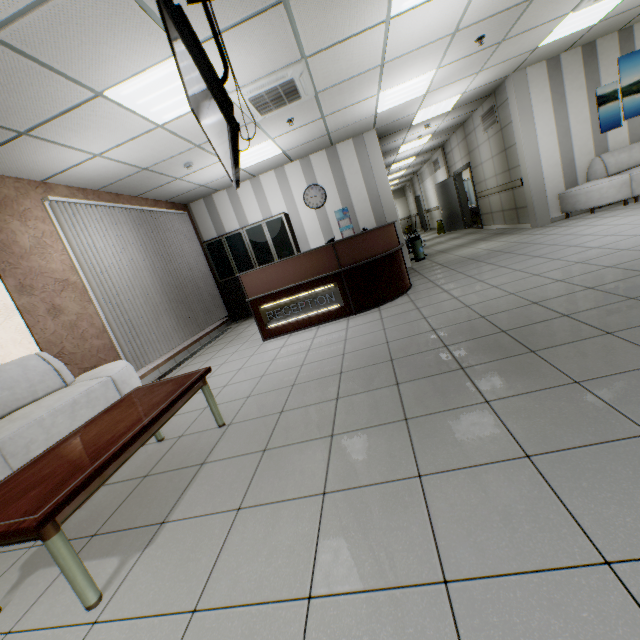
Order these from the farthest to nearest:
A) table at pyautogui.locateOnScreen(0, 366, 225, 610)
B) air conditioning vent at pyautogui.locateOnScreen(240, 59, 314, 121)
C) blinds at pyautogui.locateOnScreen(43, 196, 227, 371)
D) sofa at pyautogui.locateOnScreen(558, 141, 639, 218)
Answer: sofa at pyautogui.locateOnScreen(558, 141, 639, 218), blinds at pyautogui.locateOnScreen(43, 196, 227, 371), air conditioning vent at pyautogui.locateOnScreen(240, 59, 314, 121), table at pyautogui.locateOnScreen(0, 366, 225, 610)

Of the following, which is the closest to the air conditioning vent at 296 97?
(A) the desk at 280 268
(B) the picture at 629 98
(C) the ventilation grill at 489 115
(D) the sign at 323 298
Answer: (A) the desk at 280 268

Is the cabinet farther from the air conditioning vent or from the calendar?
the air conditioning vent

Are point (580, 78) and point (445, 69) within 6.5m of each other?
yes

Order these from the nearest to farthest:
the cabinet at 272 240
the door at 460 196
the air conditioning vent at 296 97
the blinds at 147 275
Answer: the air conditioning vent at 296 97, the blinds at 147 275, the cabinet at 272 240, the door at 460 196

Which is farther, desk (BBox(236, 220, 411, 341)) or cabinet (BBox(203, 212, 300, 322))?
cabinet (BBox(203, 212, 300, 322))

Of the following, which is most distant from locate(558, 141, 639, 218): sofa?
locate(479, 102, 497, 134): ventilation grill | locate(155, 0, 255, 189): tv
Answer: locate(155, 0, 255, 189): tv

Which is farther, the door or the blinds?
the door
